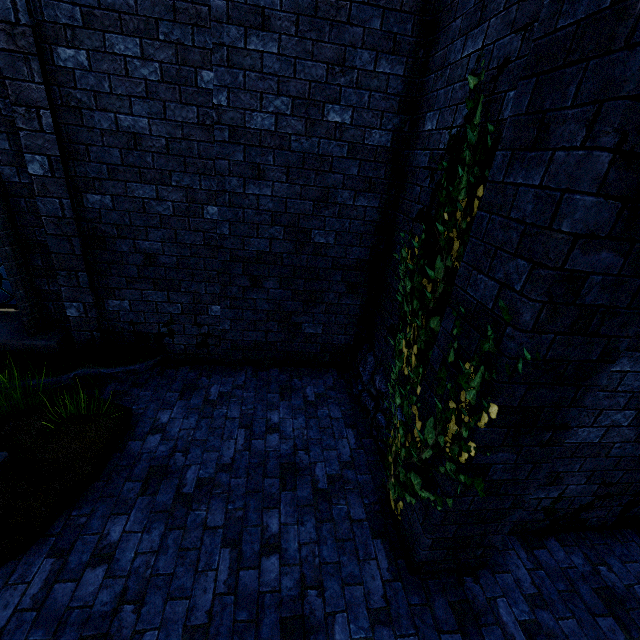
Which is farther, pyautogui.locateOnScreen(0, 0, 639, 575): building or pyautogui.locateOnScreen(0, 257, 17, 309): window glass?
pyautogui.locateOnScreen(0, 257, 17, 309): window glass

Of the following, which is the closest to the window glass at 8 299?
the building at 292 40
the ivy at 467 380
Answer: the building at 292 40

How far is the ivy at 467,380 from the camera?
2.12m

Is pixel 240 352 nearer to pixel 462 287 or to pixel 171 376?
pixel 171 376

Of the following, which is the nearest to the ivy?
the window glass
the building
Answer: the building

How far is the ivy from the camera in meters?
2.1 m

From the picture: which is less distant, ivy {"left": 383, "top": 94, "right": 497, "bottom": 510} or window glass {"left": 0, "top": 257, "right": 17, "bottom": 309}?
ivy {"left": 383, "top": 94, "right": 497, "bottom": 510}
